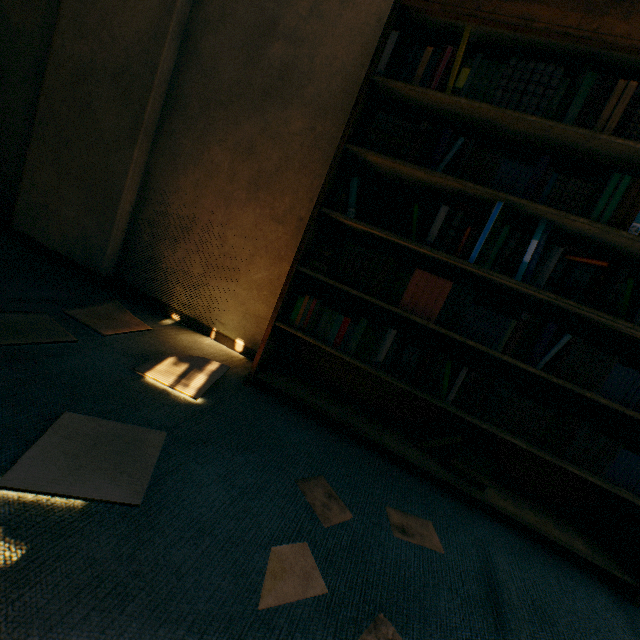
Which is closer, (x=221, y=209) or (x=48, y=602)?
(x=48, y=602)

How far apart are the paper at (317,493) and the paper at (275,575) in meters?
0.2 m

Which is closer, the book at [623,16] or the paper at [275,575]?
the paper at [275,575]

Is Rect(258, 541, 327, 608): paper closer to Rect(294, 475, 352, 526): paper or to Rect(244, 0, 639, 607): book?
Rect(294, 475, 352, 526): paper

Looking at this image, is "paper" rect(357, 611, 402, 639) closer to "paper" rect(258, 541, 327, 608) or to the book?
"paper" rect(258, 541, 327, 608)

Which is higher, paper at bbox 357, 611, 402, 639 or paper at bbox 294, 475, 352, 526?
paper at bbox 294, 475, 352, 526

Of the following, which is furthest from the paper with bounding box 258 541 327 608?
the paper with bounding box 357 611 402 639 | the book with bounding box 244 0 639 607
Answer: the book with bounding box 244 0 639 607
